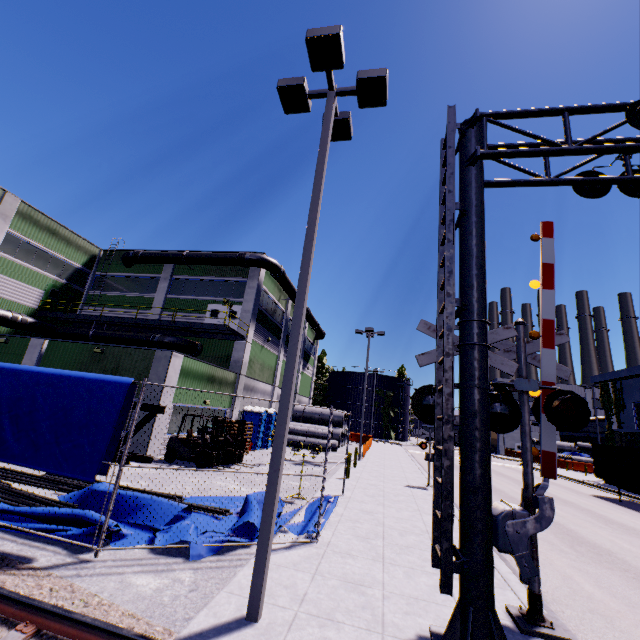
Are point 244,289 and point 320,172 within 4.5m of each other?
no

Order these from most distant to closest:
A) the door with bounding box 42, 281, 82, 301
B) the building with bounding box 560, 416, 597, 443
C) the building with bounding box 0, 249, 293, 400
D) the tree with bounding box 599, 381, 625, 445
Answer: the building with bounding box 560, 416, 597, 443, the tree with bounding box 599, 381, 625, 445, the door with bounding box 42, 281, 82, 301, the building with bounding box 0, 249, 293, 400

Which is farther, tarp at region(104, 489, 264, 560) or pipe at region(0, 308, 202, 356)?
pipe at region(0, 308, 202, 356)

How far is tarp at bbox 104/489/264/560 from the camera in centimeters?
645cm

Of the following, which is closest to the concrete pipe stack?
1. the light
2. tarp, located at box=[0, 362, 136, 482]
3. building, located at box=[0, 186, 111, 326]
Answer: building, located at box=[0, 186, 111, 326]

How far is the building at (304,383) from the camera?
39.2 meters

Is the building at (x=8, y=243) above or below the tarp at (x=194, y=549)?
above

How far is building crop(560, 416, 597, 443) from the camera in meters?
50.3 m
